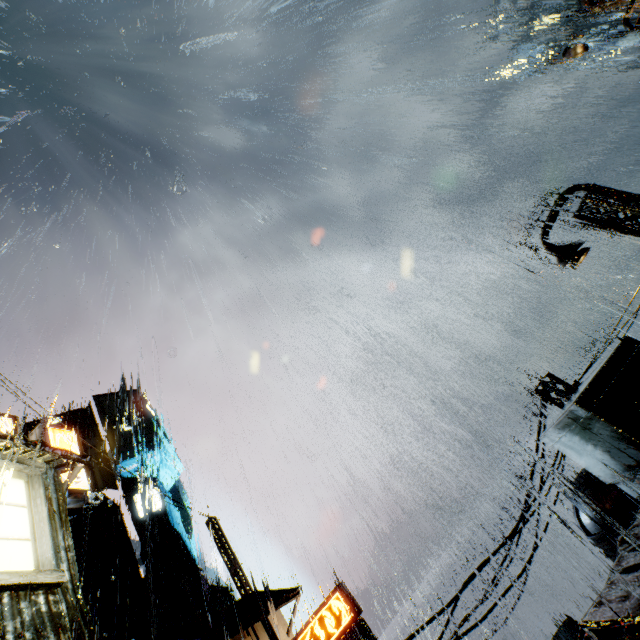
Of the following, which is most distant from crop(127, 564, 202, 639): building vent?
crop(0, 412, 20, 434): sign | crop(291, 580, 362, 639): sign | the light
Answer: the light

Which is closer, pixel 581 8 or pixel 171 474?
pixel 581 8

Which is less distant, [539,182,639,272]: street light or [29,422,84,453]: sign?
[539,182,639,272]: street light

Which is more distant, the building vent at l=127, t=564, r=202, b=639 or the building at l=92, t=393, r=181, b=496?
the building at l=92, t=393, r=181, b=496

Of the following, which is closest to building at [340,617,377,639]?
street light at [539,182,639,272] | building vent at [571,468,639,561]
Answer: building vent at [571,468,639,561]

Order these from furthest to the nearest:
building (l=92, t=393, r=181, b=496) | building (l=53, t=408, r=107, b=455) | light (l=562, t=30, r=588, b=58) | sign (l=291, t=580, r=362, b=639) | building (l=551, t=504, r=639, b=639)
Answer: building (l=53, t=408, r=107, b=455), building (l=92, t=393, r=181, b=496), sign (l=291, t=580, r=362, b=639), light (l=562, t=30, r=588, b=58), building (l=551, t=504, r=639, b=639)

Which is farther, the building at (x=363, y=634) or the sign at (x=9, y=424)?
the building at (x=363, y=634)

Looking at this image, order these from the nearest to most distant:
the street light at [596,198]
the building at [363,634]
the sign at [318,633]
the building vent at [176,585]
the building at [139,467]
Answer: the street light at [596,198] < the sign at [318,633] < the building vent at [176,585] < the building at [363,634] < the building at [139,467]
